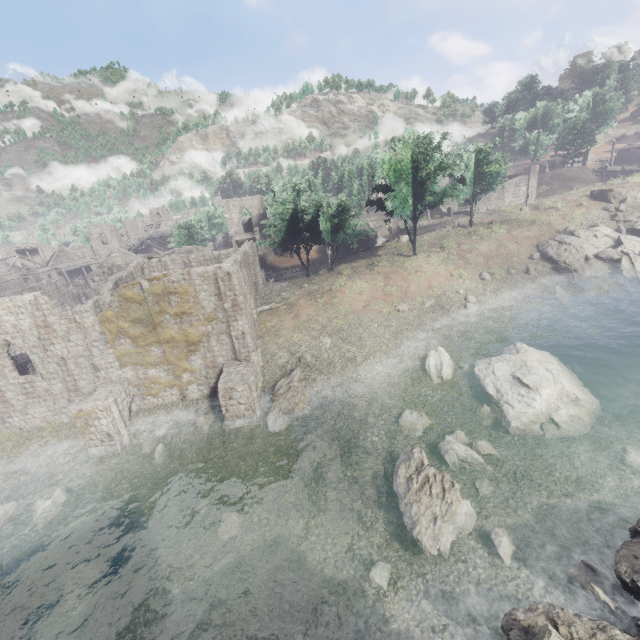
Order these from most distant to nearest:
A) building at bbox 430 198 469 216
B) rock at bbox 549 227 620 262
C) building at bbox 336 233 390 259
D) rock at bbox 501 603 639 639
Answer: building at bbox 430 198 469 216 < building at bbox 336 233 390 259 < rock at bbox 549 227 620 262 < rock at bbox 501 603 639 639

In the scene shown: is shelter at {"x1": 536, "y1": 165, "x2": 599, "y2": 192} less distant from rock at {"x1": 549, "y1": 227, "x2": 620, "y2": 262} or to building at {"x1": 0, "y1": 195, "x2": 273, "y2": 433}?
rock at {"x1": 549, "y1": 227, "x2": 620, "y2": 262}

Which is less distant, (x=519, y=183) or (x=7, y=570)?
(x=7, y=570)

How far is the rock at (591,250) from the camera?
33.9 meters

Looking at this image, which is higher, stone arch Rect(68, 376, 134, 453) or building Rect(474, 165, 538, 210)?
building Rect(474, 165, 538, 210)

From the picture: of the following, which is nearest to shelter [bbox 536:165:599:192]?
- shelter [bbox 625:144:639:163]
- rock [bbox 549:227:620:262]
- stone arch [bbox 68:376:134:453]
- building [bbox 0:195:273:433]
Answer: shelter [bbox 625:144:639:163]

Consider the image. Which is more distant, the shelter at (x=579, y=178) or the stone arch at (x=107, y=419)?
the shelter at (x=579, y=178)

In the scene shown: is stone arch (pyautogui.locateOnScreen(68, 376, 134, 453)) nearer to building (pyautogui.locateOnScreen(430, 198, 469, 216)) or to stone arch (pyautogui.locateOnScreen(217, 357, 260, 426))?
stone arch (pyautogui.locateOnScreen(217, 357, 260, 426))
